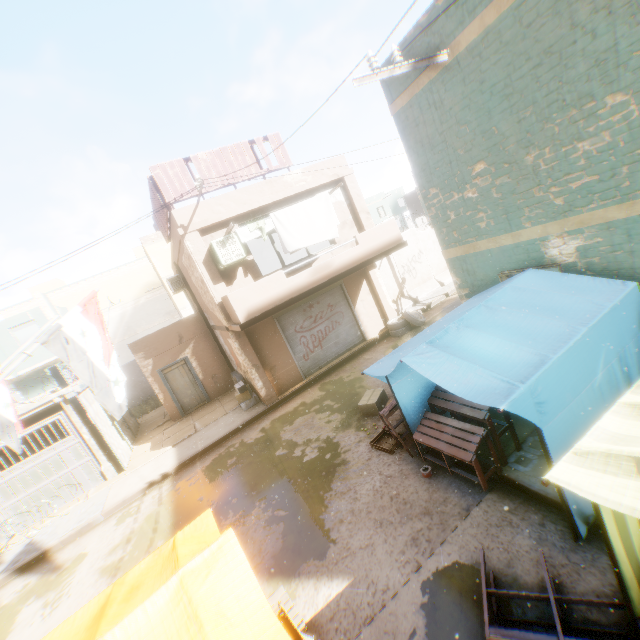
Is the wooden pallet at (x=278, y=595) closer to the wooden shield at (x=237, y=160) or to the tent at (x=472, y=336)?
the tent at (x=472, y=336)

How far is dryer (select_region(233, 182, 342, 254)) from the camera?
10.2 meters

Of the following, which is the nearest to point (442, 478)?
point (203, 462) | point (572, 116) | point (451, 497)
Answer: point (451, 497)

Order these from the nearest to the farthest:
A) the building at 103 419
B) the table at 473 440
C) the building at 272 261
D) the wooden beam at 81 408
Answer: the building at 272 261 → the table at 473 440 → the wooden beam at 81 408 → the building at 103 419

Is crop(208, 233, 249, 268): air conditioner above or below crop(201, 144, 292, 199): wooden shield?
below

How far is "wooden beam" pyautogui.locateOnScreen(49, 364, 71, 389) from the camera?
11.1 meters

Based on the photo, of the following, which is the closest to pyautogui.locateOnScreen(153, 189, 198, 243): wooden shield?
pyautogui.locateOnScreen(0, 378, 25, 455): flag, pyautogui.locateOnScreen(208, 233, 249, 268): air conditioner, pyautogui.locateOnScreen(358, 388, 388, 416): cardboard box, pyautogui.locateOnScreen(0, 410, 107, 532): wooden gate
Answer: pyautogui.locateOnScreen(0, 410, 107, 532): wooden gate

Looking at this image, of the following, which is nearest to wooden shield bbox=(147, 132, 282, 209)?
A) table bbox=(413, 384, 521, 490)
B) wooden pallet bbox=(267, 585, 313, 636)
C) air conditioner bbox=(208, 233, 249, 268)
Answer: air conditioner bbox=(208, 233, 249, 268)
